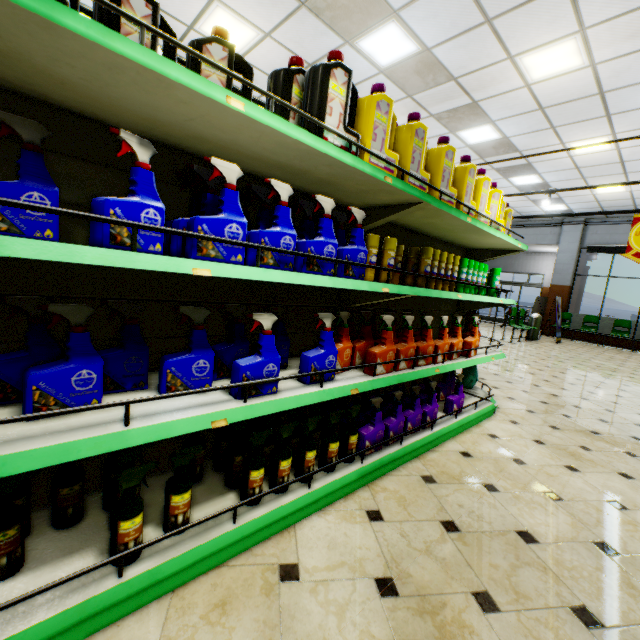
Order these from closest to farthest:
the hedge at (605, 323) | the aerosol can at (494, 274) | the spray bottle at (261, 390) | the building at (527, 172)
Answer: the spray bottle at (261, 390) → the aerosol can at (494, 274) → the building at (527, 172) → the hedge at (605, 323)

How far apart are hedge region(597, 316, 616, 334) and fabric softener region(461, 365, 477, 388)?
12.9m

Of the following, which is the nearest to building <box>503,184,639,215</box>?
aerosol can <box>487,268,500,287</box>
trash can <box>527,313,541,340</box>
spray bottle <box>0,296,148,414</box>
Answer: trash can <box>527,313,541,340</box>

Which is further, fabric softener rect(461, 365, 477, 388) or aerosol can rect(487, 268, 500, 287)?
fabric softener rect(461, 365, 477, 388)

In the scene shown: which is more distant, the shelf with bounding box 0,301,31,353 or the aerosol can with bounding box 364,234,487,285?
the aerosol can with bounding box 364,234,487,285

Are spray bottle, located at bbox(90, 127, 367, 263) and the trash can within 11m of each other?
no

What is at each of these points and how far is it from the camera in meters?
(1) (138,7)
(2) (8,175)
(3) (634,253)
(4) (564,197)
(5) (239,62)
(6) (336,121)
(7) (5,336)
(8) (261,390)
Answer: (1) liquid laundry detergent, 1.2
(2) shelf, 1.2
(3) sign, 5.0
(4) building, 10.9
(5) liquid laundry detergent, 1.5
(6) liquid laundry detergent, 1.5
(7) shelf, 1.3
(8) spray bottle, 1.5

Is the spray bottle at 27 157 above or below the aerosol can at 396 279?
above
